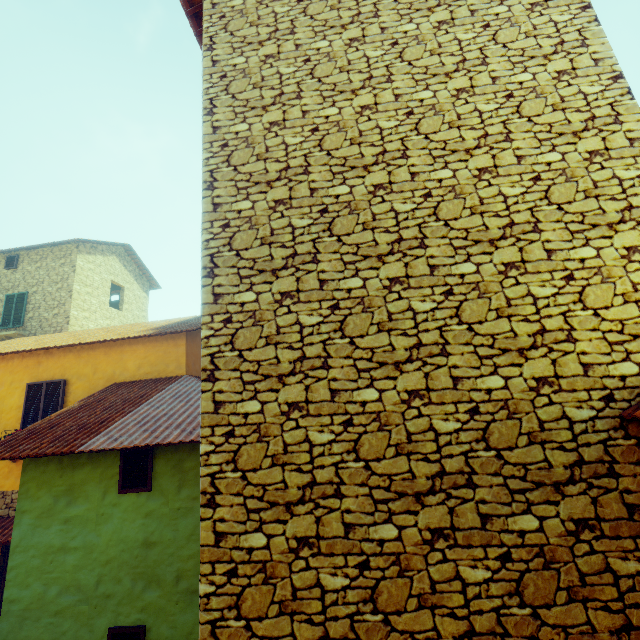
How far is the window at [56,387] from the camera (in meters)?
8.52

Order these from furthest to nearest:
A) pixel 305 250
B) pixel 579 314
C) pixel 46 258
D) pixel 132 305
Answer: pixel 132 305 → pixel 46 258 → pixel 305 250 → pixel 579 314

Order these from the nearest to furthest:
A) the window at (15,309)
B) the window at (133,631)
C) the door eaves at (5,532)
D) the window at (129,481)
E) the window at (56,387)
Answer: the window at (133,631)
the window at (129,481)
the door eaves at (5,532)
the window at (56,387)
the window at (15,309)

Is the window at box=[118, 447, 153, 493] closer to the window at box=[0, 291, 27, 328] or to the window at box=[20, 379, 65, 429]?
the window at box=[20, 379, 65, 429]

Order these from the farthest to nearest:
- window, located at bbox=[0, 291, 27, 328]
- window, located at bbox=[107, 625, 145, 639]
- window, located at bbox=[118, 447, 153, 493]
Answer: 1. window, located at bbox=[0, 291, 27, 328]
2. window, located at bbox=[118, 447, 153, 493]
3. window, located at bbox=[107, 625, 145, 639]

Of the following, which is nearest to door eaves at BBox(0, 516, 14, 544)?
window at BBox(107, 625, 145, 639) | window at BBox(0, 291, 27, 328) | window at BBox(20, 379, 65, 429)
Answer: window at BBox(20, 379, 65, 429)

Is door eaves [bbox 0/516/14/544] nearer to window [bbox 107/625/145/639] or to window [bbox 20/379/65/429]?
window [bbox 20/379/65/429]
